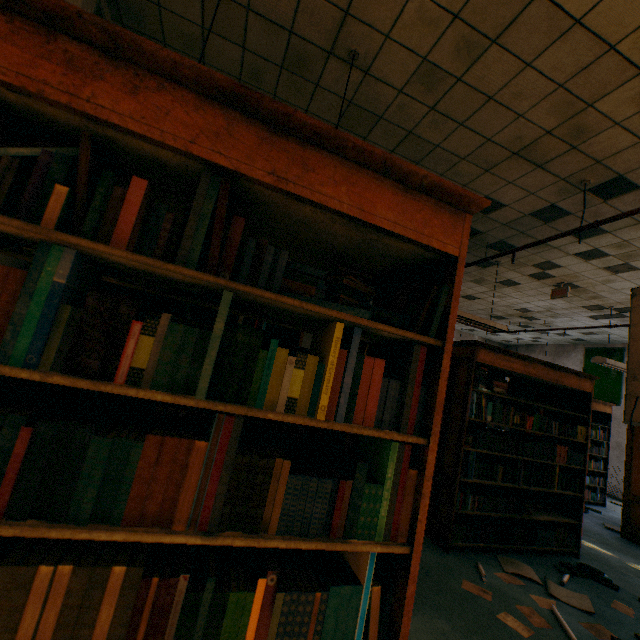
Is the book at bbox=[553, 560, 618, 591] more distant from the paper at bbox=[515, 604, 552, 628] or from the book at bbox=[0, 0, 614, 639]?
the book at bbox=[0, 0, 614, 639]

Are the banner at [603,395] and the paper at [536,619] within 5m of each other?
no

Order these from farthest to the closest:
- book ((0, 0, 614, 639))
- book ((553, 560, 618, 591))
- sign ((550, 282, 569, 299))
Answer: sign ((550, 282, 569, 299)) → book ((553, 560, 618, 591)) → book ((0, 0, 614, 639))

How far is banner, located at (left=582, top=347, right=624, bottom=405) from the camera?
8.55m

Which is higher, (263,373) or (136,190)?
(136,190)

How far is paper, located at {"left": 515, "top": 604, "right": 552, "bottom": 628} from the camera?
2.5m

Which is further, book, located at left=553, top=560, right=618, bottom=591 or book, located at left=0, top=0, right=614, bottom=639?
book, located at left=553, top=560, right=618, bottom=591

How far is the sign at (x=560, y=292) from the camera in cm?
566
